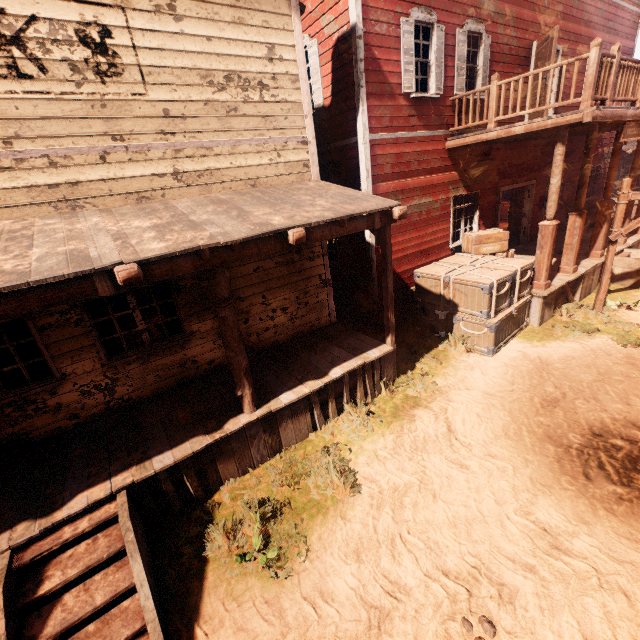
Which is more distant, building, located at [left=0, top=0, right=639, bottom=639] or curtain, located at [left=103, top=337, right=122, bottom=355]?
curtain, located at [left=103, top=337, right=122, bottom=355]

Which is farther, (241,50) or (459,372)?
(459,372)

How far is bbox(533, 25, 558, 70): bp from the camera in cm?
853

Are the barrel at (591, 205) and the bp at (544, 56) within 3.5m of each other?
no

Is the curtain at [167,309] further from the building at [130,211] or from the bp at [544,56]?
the bp at [544,56]

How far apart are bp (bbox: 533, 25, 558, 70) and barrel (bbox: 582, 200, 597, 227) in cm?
506

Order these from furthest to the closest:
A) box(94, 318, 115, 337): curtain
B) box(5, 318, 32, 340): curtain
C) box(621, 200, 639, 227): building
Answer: box(621, 200, 639, 227): building → box(94, 318, 115, 337): curtain → box(5, 318, 32, 340): curtain

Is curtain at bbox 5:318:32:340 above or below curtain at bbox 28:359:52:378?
above
